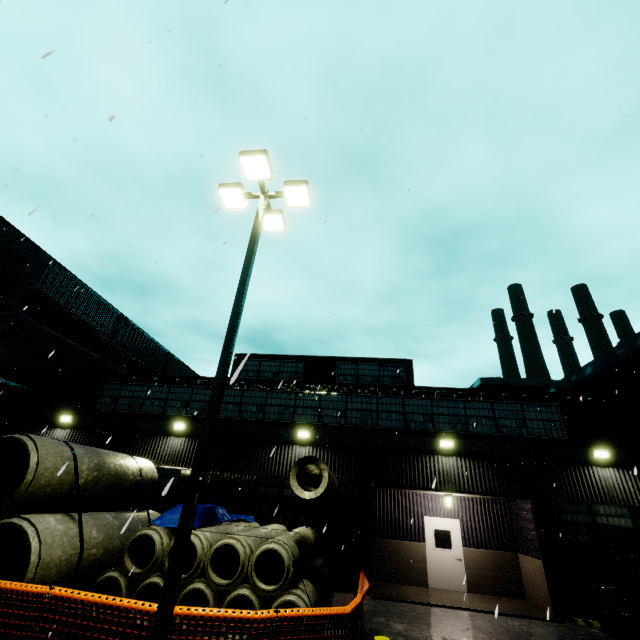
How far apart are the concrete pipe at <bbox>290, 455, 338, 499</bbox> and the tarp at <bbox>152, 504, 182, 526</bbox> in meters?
0.8 m

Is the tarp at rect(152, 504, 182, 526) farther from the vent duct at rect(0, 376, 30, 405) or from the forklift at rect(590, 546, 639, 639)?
the forklift at rect(590, 546, 639, 639)

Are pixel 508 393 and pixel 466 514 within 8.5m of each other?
yes

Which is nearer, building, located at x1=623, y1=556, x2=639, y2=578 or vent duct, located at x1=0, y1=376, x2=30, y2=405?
building, located at x1=623, y1=556, x2=639, y2=578

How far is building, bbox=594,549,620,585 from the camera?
11.0m

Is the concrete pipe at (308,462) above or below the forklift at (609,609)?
above

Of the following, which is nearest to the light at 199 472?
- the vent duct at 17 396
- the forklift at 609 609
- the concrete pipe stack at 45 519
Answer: the concrete pipe stack at 45 519
